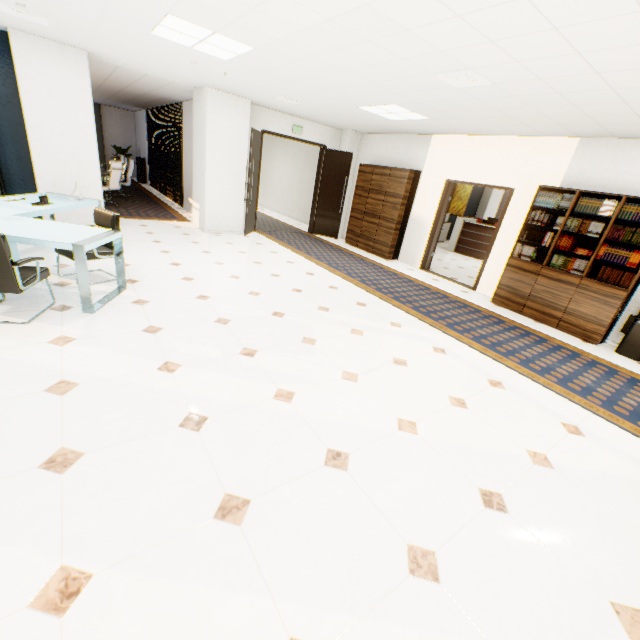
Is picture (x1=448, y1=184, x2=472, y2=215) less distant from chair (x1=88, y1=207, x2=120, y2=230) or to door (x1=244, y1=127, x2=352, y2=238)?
door (x1=244, y1=127, x2=352, y2=238)

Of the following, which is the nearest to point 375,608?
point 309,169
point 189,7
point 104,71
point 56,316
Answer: point 56,316

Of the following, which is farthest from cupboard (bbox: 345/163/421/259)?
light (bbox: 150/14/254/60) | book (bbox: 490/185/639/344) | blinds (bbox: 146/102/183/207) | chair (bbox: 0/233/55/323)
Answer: chair (bbox: 0/233/55/323)

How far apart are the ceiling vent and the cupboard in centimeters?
369cm

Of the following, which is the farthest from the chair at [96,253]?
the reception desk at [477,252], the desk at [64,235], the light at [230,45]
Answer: the reception desk at [477,252]

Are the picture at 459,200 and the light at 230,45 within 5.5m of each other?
no

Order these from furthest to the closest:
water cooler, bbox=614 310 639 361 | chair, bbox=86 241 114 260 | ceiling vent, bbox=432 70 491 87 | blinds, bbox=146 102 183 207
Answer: blinds, bbox=146 102 183 207
water cooler, bbox=614 310 639 361
chair, bbox=86 241 114 260
ceiling vent, bbox=432 70 491 87

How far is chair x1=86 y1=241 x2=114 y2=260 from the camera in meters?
4.0 m
